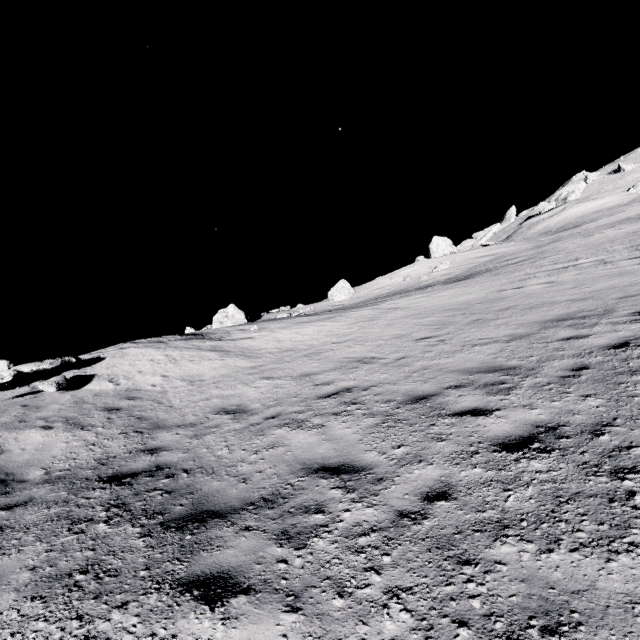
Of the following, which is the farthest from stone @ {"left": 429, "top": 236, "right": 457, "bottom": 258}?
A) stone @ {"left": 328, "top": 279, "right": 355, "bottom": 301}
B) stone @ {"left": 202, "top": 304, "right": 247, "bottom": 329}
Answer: stone @ {"left": 202, "top": 304, "right": 247, "bottom": 329}

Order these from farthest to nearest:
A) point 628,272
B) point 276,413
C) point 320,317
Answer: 1. point 320,317
2. point 628,272
3. point 276,413

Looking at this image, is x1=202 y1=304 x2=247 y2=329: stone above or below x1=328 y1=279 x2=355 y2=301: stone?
above

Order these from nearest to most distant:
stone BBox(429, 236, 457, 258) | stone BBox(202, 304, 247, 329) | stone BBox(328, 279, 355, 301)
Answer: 1. stone BBox(202, 304, 247, 329)
2. stone BBox(328, 279, 355, 301)
3. stone BBox(429, 236, 457, 258)

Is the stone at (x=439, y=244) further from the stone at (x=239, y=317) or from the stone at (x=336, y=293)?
the stone at (x=239, y=317)

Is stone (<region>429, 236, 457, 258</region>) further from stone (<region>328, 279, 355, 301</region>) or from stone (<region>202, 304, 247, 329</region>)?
stone (<region>202, 304, 247, 329</region>)

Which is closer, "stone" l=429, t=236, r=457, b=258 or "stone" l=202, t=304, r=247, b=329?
"stone" l=202, t=304, r=247, b=329
